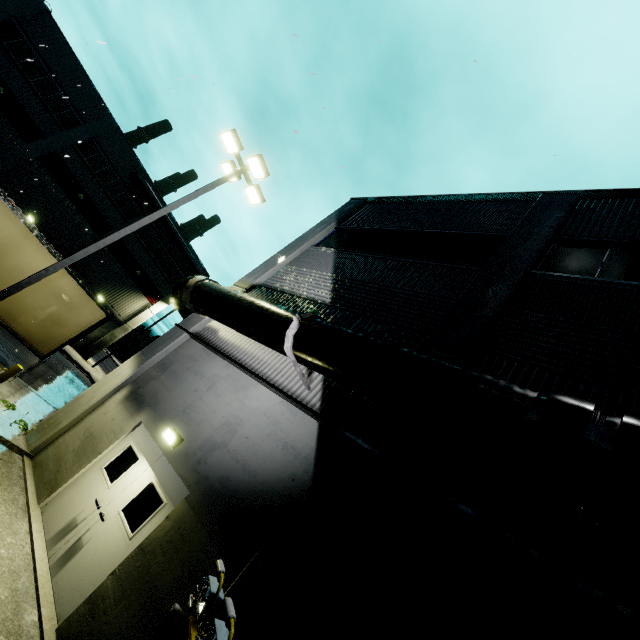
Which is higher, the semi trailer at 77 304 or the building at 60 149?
the building at 60 149

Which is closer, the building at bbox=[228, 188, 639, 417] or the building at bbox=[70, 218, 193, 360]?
the building at bbox=[228, 188, 639, 417]

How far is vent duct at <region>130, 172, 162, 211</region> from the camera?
29.84m

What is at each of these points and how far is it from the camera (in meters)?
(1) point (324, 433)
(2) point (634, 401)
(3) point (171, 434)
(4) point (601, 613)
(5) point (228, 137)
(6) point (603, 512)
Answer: (1) building, 6.12
(2) building, 4.84
(3) light, 7.13
(4) shelf, 2.12
(5) light, 10.50
(6) pipe, 3.07

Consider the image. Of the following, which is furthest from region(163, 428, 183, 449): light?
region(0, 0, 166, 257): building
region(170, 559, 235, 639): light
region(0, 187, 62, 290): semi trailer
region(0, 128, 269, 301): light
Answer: region(0, 128, 269, 301): light

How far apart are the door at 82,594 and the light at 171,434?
0.2m

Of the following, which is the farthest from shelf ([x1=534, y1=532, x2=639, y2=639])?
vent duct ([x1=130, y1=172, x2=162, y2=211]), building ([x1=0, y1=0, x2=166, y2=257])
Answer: vent duct ([x1=130, y1=172, x2=162, y2=211])

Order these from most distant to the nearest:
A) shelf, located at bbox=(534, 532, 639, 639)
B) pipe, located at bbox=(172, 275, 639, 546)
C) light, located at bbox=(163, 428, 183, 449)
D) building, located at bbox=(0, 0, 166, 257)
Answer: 1. building, located at bbox=(0, 0, 166, 257)
2. light, located at bbox=(163, 428, 183, 449)
3. pipe, located at bbox=(172, 275, 639, 546)
4. shelf, located at bbox=(534, 532, 639, 639)
